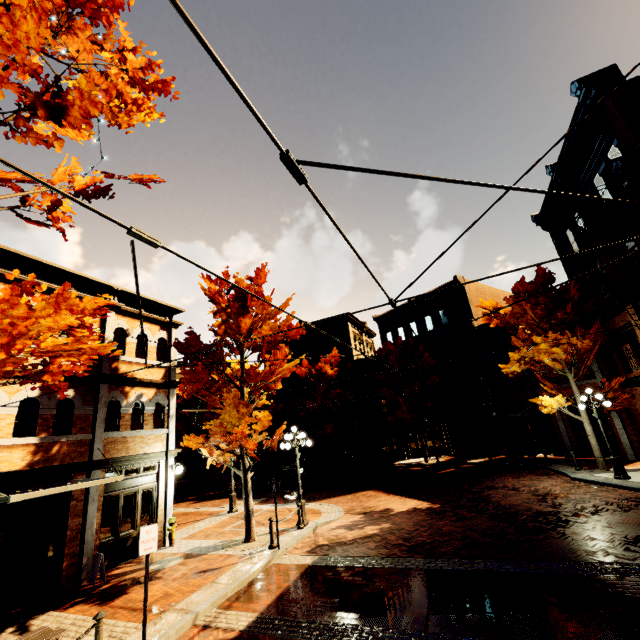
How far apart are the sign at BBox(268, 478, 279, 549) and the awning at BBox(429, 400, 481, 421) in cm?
1619

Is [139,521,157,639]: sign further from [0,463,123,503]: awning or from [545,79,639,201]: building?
[545,79,639,201]: building

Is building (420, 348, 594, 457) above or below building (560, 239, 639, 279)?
below

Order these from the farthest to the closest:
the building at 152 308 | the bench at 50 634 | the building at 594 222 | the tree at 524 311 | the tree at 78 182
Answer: the tree at 524 311, the building at 152 308, the building at 594 222, the tree at 78 182, the bench at 50 634

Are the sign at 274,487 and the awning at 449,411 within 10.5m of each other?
no

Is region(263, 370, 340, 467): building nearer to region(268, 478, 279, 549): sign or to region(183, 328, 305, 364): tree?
region(183, 328, 305, 364): tree

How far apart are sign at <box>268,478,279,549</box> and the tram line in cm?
1074

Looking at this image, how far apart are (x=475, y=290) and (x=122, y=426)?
27.54m
